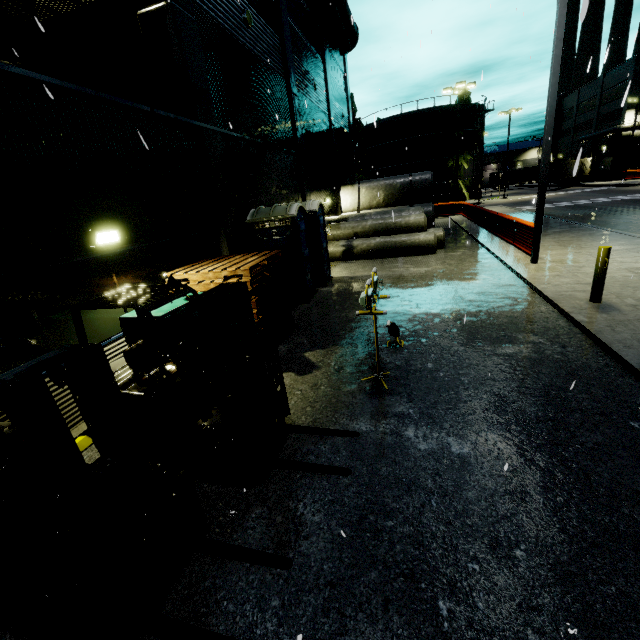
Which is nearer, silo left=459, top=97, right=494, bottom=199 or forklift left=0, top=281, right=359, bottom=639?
forklift left=0, top=281, right=359, bottom=639

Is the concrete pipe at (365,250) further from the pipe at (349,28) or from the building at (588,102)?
the pipe at (349,28)

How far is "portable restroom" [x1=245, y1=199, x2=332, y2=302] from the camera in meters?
9.4

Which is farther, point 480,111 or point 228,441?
point 480,111

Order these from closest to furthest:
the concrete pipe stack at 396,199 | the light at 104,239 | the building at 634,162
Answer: the light at 104,239
the concrete pipe stack at 396,199
the building at 634,162

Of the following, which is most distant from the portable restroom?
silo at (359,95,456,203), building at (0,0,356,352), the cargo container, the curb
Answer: the cargo container

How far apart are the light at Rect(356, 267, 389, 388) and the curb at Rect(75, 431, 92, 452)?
4.34m

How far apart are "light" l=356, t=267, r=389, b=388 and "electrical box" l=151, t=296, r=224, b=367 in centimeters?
298cm
